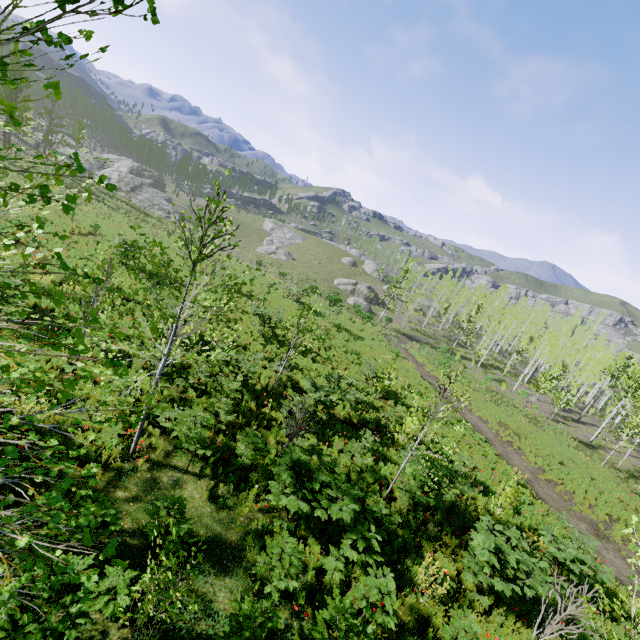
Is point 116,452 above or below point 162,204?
below

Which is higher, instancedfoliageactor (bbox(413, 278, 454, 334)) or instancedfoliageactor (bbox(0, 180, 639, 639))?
instancedfoliageactor (bbox(413, 278, 454, 334))

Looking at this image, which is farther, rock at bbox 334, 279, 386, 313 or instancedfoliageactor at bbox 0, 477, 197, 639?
rock at bbox 334, 279, 386, 313

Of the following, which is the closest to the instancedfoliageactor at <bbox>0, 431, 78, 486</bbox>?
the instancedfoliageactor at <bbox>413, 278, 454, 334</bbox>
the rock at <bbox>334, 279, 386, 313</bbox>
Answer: the instancedfoliageactor at <bbox>413, 278, 454, 334</bbox>

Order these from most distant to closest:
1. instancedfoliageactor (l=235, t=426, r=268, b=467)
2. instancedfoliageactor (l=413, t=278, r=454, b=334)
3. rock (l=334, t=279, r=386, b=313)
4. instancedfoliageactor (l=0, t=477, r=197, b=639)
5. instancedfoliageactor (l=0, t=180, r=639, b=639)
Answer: instancedfoliageactor (l=413, t=278, r=454, b=334)
rock (l=334, t=279, r=386, b=313)
instancedfoliageactor (l=235, t=426, r=268, b=467)
instancedfoliageactor (l=0, t=180, r=639, b=639)
instancedfoliageactor (l=0, t=477, r=197, b=639)

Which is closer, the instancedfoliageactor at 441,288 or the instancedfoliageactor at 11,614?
the instancedfoliageactor at 11,614

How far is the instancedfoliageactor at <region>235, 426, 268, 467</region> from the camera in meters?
8.3 m

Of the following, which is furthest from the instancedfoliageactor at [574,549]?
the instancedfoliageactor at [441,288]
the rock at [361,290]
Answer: the rock at [361,290]
